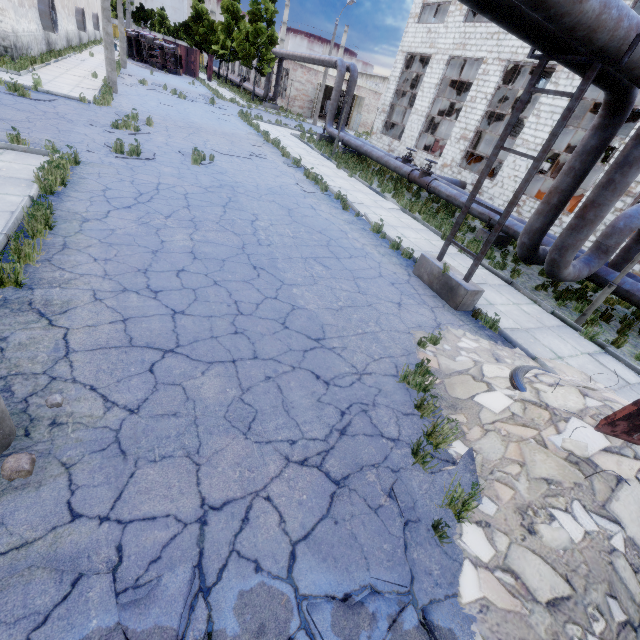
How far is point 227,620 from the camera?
2.4m

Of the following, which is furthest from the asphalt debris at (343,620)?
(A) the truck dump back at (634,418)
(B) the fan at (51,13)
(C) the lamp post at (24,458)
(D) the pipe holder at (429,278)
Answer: (B) the fan at (51,13)

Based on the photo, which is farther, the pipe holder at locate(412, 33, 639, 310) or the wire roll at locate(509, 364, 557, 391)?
the pipe holder at locate(412, 33, 639, 310)

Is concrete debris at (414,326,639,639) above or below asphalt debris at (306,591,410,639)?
above

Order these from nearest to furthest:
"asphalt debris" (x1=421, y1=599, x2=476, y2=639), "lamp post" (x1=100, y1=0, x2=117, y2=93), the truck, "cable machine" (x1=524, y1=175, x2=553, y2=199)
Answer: "asphalt debris" (x1=421, y1=599, x2=476, y2=639)
"lamp post" (x1=100, y1=0, x2=117, y2=93)
"cable machine" (x1=524, y1=175, x2=553, y2=199)
the truck

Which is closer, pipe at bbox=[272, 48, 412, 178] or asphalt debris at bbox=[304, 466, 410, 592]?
asphalt debris at bbox=[304, 466, 410, 592]

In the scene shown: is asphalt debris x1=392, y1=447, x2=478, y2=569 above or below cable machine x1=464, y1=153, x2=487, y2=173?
below

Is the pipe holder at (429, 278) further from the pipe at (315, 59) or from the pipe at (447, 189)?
the pipe at (315, 59)
